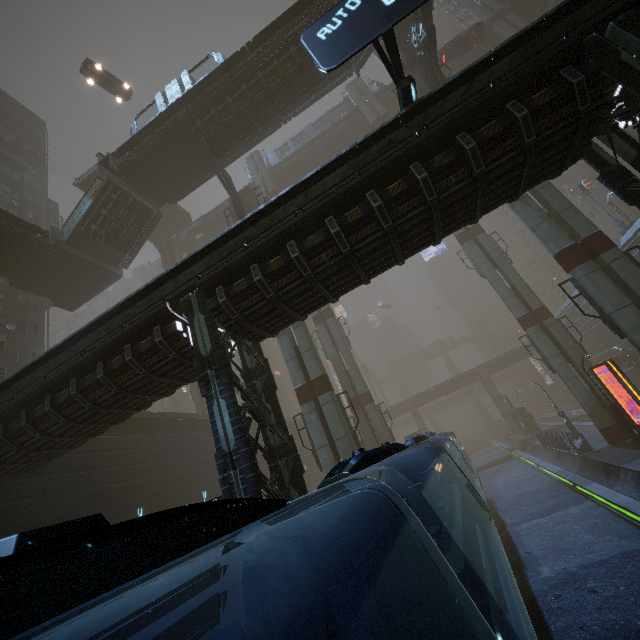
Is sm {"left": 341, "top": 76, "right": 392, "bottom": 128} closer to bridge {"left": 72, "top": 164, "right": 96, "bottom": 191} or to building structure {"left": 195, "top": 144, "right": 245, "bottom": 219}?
building structure {"left": 195, "top": 144, "right": 245, "bottom": 219}

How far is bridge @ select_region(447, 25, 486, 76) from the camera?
37.5 meters

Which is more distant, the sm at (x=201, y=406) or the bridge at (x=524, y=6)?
the bridge at (x=524, y=6)

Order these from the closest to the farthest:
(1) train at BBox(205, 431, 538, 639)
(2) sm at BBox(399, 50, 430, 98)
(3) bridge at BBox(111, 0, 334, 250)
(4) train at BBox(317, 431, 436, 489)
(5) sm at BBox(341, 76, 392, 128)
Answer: (1) train at BBox(205, 431, 538, 639)
(4) train at BBox(317, 431, 436, 489)
(3) bridge at BBox(111, 0, 334, 250)
(2) sm at BBox(399, 50, 430, 98)
(5) sm at BBox(341, 76, 392, 128)

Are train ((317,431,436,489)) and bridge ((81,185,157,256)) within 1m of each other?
no

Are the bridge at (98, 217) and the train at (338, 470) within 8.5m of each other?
no

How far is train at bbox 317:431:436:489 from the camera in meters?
4.8

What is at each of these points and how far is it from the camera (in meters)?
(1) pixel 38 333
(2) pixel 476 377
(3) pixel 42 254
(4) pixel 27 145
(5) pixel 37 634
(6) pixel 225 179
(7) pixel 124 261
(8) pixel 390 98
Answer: (1) building, 30.34
(2) building, 56.19
(3) bridge, 23.45
(4) building, 40.84
(5) building, 12.81
(6) building structure, 25.27
(7) stairs, 27.52
(8) bridge, 39.44
